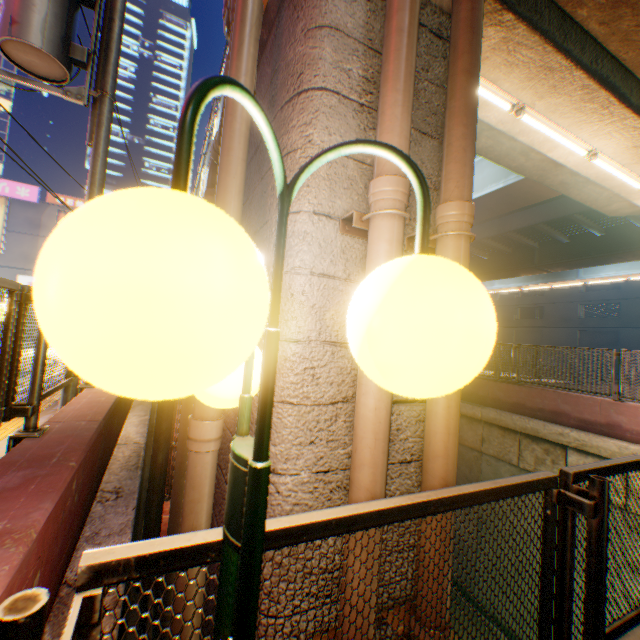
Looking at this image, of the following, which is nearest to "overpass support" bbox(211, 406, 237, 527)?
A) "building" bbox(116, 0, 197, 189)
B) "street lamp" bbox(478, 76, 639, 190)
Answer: "street lamp" bbox(478, 76, 639, 190)

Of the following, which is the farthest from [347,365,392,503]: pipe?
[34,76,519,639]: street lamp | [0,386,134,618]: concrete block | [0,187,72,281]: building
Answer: [0,187,72,281]: building

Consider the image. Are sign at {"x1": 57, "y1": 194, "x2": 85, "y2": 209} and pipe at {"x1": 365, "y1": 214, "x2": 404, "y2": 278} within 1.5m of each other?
no

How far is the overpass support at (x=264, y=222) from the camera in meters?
2.1

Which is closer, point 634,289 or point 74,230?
point 74,230

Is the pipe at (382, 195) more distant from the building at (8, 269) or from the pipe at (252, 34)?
the building at (8, 269)

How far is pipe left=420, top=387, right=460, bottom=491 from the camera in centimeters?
192cm

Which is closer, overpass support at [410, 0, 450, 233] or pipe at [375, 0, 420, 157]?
pipe at [375, 0, 420, 157]
